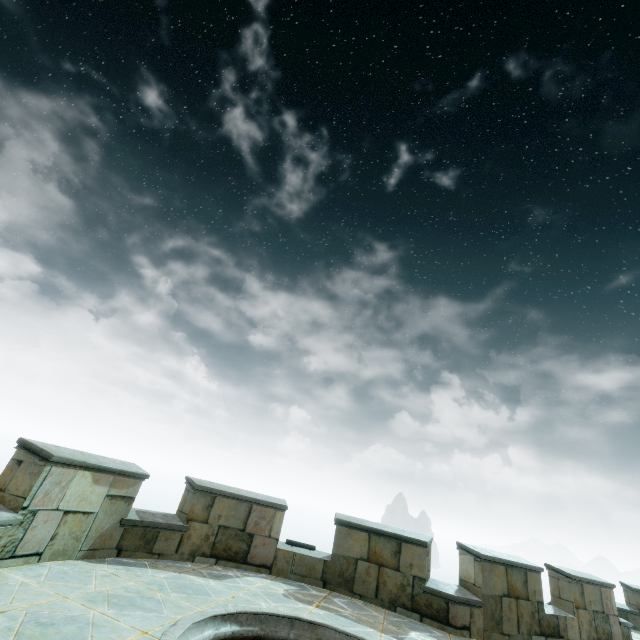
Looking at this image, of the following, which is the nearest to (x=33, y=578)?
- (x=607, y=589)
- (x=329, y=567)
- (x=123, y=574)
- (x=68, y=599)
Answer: (x=68, y=599)
